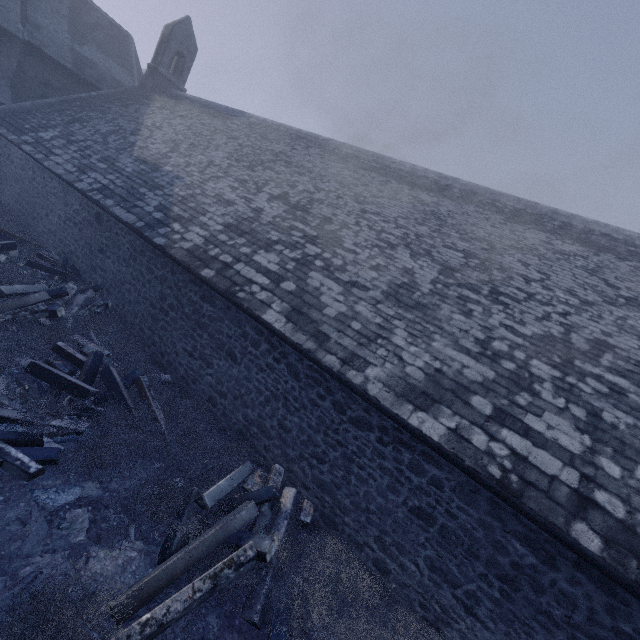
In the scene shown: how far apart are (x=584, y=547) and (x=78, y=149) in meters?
18.2 m

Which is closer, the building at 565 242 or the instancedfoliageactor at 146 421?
the instancedfoliageactor at 146 421

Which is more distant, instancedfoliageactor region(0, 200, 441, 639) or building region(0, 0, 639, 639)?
building region(0, 0, 639, 639)

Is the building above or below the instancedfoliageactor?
above

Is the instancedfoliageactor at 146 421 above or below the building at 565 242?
below
